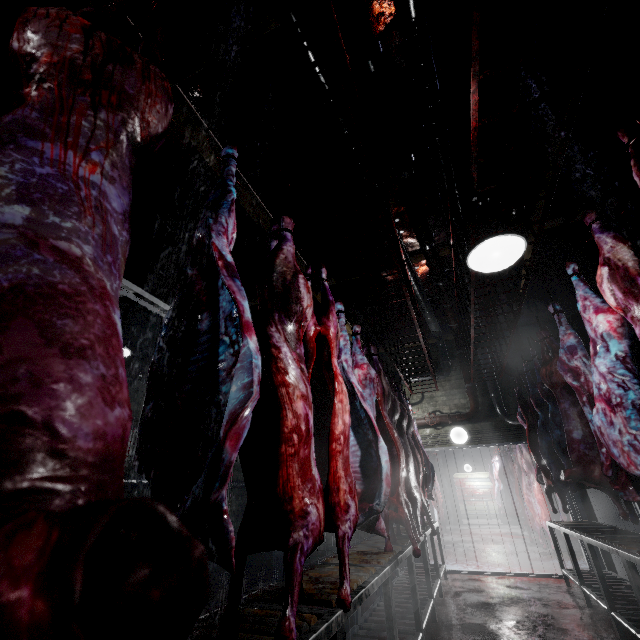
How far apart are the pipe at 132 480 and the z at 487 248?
5.1m

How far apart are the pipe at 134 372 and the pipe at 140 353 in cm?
18

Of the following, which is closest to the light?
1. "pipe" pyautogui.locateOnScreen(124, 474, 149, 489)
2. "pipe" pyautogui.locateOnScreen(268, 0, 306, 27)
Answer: "pipe" pyautogui.locateOnScreen(268, 0, 306, 27)

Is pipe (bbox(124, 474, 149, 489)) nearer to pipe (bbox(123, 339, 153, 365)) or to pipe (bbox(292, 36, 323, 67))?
pipe (bbox(292, 36, 323, 67))

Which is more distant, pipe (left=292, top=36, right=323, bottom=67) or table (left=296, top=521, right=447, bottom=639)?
pipe (left=292, top=36, right=323, bottom=67)

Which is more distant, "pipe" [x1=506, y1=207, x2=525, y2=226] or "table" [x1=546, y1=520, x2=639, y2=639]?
"pipe" [x1=506, y1=207, x2=525, y2=226]

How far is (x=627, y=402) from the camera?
2.1 meters

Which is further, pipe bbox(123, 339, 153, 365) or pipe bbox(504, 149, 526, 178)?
pipe bbox(123, 339, 153, 365)
